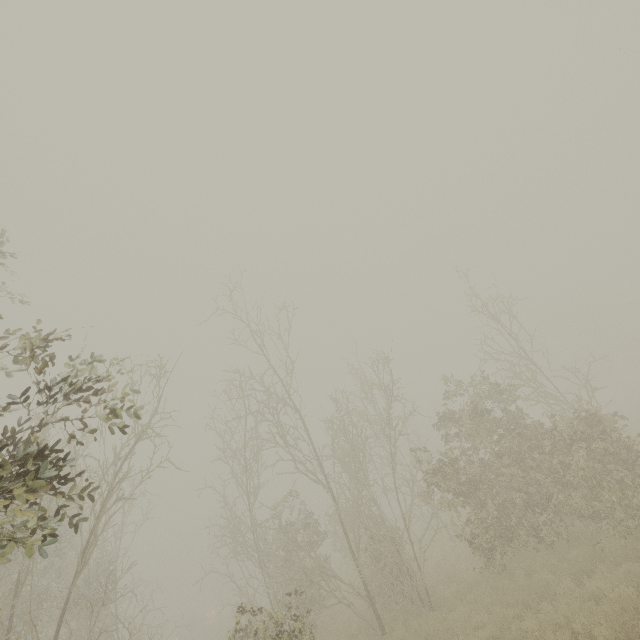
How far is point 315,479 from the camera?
13.7m
